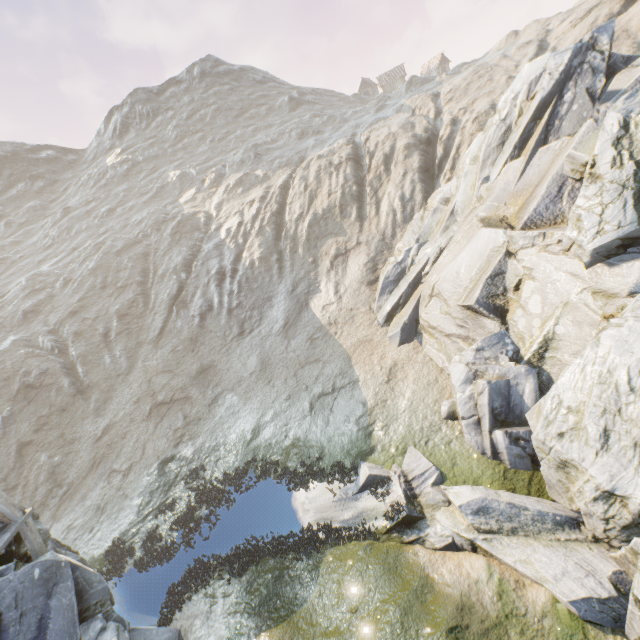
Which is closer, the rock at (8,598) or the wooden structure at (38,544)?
the rock at (8,598)

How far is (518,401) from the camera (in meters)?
12.18

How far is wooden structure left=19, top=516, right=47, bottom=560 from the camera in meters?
9.8

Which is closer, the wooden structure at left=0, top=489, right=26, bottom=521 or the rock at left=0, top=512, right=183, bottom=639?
the rock at left=0, top=512, right=183, bottom=639

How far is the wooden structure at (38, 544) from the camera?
9.84m

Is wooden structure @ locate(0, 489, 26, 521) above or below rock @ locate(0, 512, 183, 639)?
above

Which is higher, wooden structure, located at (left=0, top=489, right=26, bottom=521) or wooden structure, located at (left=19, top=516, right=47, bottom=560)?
wooden structure, located at (left=0, top=489, right=26, bottom=521)

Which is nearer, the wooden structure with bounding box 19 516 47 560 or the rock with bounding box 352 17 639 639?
the rock with bounding box 352 17 639 639
